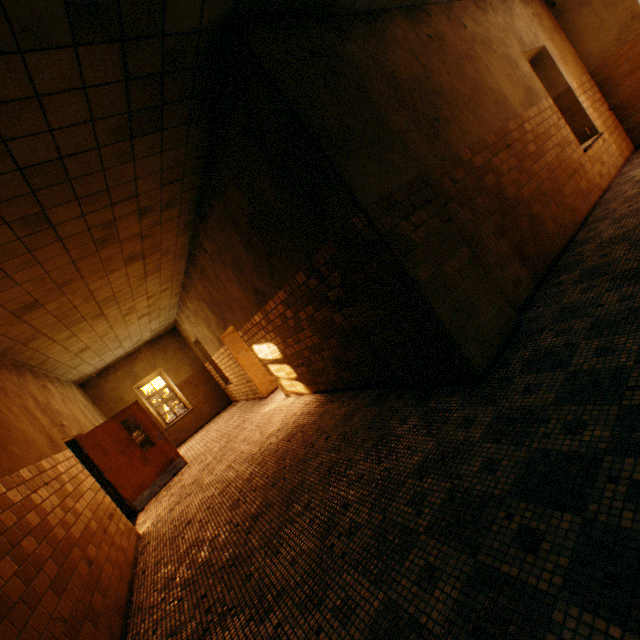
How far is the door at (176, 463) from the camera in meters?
7.0 m

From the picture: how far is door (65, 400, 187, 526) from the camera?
7.0 meters

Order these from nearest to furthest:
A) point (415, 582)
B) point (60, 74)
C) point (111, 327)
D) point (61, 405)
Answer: point (415, 582)
point (60, 74)
point (61, 405)
point (111, 327)
